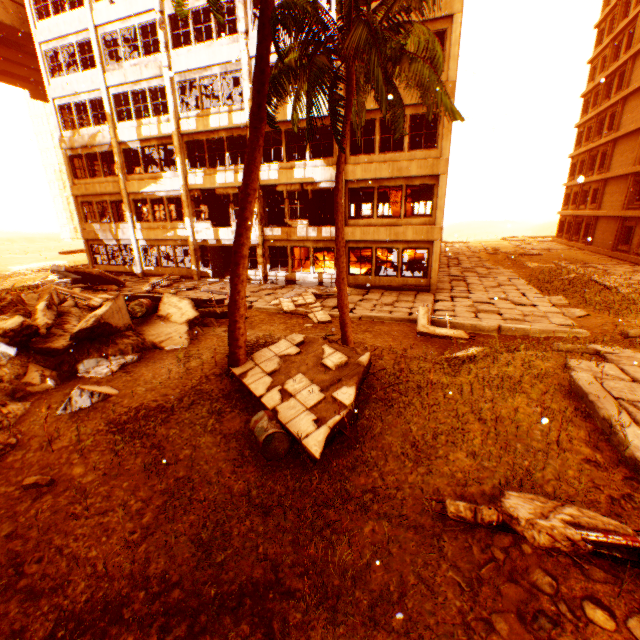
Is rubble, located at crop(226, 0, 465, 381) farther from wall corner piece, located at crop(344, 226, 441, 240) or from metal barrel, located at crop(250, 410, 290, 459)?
metal barrel, located at crop(250, 410, 290, 459)

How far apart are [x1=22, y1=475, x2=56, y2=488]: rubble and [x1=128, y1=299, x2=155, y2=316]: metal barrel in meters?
5.9 m

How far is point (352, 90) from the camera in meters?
7.3

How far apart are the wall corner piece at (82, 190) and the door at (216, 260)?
7.4m

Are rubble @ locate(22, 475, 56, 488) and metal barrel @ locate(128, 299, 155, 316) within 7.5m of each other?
yes

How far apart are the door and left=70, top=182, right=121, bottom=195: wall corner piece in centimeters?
739cm

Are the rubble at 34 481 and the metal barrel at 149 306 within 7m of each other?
yes

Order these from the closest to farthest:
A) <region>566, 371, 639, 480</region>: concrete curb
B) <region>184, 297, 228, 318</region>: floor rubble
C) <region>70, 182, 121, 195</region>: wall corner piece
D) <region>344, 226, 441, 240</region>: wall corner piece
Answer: <region>566, 371, 639, 480</region>: concrete curb → <region>184, 297, 228, 318</region>: floor rubble → <region>344, 226, 441, 240</region>: wall corner piece → <region>70, 182, 121, 195</region>: wall corner piece
